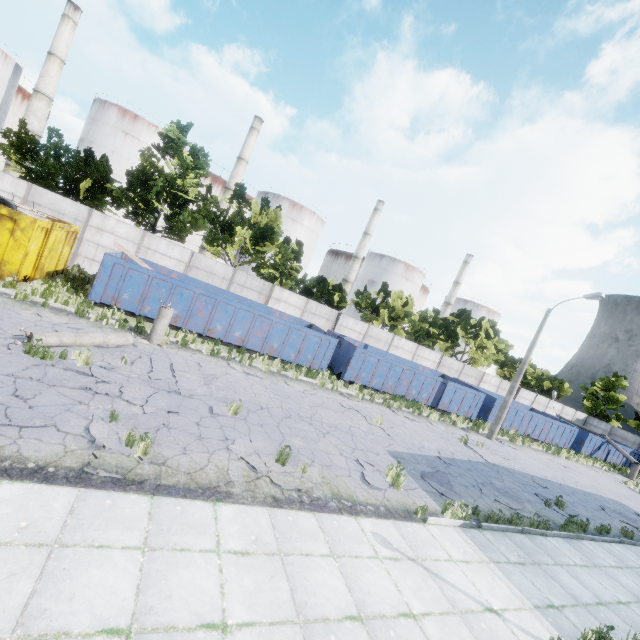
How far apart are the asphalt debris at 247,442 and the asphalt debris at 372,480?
1.7m

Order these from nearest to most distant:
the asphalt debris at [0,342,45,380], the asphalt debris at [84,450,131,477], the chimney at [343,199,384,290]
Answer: the asphalt debris at [84,450,131,477] < the asphalt debris at [0,342,45,380] < the chimney at [343,199,384,290]

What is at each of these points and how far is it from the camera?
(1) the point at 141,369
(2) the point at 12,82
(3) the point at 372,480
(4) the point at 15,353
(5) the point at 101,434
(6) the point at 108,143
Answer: (1) asphalt debris, 9.4m
(2) storage tank, 42.2m
(3) asphalt debris, 8.5m
(4) asphalt debris, 7.4m
(5) asphalt debris, 6.0m
(6) storage tank, 41.9m

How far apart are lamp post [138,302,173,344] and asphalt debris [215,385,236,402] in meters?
3.3 m

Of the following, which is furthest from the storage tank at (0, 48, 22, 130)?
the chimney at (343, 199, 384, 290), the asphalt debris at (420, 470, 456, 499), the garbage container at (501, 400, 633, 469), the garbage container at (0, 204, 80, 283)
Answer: the garbage container at (501, 400, 633, 469)

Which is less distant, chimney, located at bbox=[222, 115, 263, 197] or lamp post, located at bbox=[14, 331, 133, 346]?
lamp post, located at bbox=[14, 331, 133, 346]

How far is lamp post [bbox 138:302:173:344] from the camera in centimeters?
1197cm

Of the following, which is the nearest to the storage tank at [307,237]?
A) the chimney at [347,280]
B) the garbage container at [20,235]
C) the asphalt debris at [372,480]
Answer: the chimney at [347,280]
